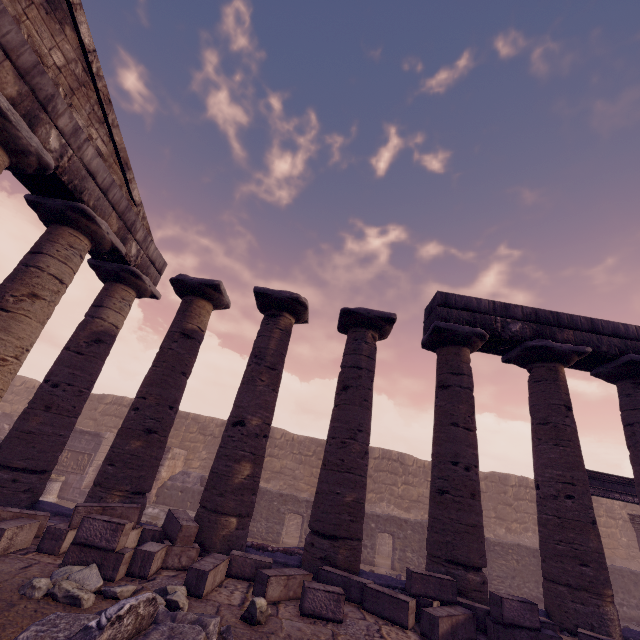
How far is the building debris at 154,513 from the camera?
13.1m

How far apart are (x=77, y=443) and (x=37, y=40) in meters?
15.0 m

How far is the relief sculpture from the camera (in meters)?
13.95

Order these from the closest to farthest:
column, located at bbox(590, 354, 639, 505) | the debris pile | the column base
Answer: the debris pile → column, located at bbox(590, 354, 639, 505) → the column base

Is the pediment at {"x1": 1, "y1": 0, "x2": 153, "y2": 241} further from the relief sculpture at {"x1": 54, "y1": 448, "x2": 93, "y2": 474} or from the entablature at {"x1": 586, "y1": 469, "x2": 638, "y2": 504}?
the entablature at {"x1": 586, "y1": 469, "x2": 638, "y2": 504}

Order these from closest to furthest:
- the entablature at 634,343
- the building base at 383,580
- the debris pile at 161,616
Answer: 1. the debris pile at 161,616
2. the building base at 383,580
3. the entablature at 634,343

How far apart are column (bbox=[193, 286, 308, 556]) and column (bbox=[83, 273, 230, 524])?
0.83m

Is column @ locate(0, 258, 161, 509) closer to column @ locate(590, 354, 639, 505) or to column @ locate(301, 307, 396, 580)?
column @ locate(301, 307, 396, 580)
